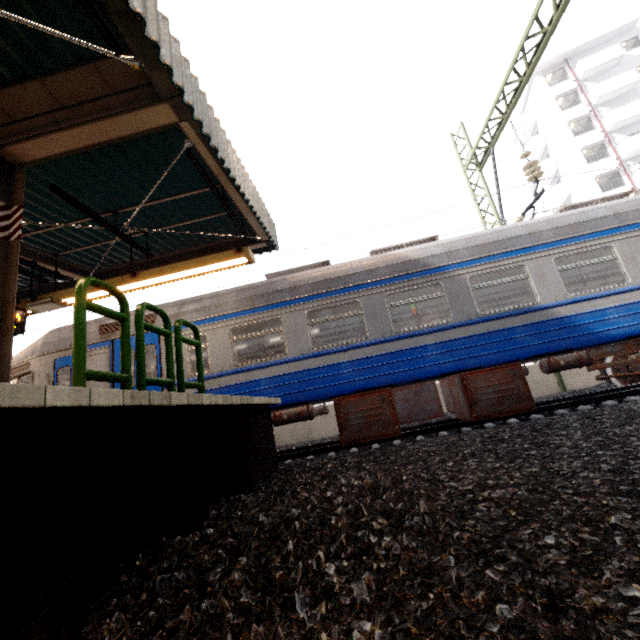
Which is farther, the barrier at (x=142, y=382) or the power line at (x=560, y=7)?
the power line at (x=560, y=7)

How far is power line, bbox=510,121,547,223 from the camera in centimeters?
878cm

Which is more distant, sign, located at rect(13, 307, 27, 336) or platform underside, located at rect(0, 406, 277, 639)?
sign, located at rect(13, 307, 27, 336)

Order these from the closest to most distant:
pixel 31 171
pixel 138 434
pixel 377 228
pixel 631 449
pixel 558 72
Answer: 1. pixel 138 434
2. pixel 631 449
3. pixel 31 171
4. pixel 377 228
5. pixel 558 72

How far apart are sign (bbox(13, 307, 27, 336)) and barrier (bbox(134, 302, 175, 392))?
4.3m

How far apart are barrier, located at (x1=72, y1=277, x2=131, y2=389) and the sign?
4.50m

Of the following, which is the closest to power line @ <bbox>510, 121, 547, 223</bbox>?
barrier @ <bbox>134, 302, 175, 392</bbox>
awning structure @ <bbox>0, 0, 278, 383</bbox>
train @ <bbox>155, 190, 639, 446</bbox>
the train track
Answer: train @ <bbox>155, 190, 639, 446</bbox>

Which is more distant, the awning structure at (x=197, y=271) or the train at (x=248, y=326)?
the train at (x=248, y=326)
